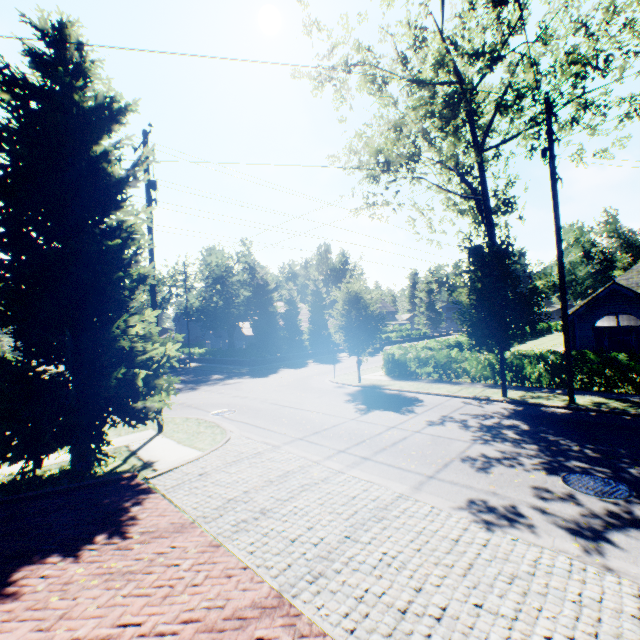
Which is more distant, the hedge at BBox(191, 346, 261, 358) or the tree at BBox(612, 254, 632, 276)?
the tree at BBox(612, 254, 632, 276)

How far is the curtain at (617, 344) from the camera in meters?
20.1 m

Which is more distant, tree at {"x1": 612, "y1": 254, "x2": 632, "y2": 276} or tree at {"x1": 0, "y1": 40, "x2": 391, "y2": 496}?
tree at {"x1": 612, "y1": 254, "x2": 632, "y2": 276}

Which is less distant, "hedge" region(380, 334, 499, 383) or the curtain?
"hedge" region(380, 334, 499, 383)

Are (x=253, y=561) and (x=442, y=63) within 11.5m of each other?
no

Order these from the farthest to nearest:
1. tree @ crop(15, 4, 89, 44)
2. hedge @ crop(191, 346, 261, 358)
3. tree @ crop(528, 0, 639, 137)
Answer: hedge @ crop(191, 346, 261, 358), tree @ crop(528, 0, 639, 137), tree @ crop(15, 4, 89, 44)

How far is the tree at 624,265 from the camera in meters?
52.3

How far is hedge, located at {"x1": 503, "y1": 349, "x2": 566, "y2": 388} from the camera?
14.9m
